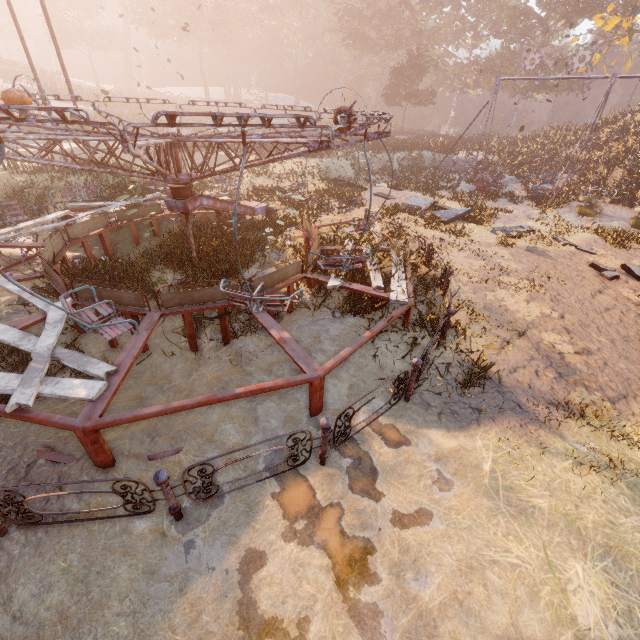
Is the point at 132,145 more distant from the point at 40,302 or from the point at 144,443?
the point at 40,302

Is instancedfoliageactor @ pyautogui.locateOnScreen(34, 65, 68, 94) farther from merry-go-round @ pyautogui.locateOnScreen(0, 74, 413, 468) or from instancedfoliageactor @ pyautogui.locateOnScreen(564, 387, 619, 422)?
instancedfoliageactor @ pyautogui.locateOnScreen(564, 387, 619, 422)

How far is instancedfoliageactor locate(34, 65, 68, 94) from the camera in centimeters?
3622cm

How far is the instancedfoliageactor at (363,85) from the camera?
57.8 meters

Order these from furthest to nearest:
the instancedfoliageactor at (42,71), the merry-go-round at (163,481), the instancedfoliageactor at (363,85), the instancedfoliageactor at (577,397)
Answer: the instancedfoliageactor at (363,85), the instancedfoliageactor at (42,71), the instancedfoliageactor at (577,397), the merry-go-round at (163,481)

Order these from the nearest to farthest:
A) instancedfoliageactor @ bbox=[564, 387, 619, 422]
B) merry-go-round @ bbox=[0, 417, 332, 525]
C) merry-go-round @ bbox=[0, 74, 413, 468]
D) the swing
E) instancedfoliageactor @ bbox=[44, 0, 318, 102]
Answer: merry-go-round @ bbox=[0, 417, 332, 525] → merry-go-round @ bbox=[0, 74, 413, 468] → instancedfoliageactor @ bbox=[564, 387, 619, 422] → the swing → instancedfoliageactor @ bbox=[44, 0, 318, 102]

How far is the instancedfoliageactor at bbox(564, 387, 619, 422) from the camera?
5.41m

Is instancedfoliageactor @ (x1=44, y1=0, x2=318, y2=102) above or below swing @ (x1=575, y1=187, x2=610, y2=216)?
above
